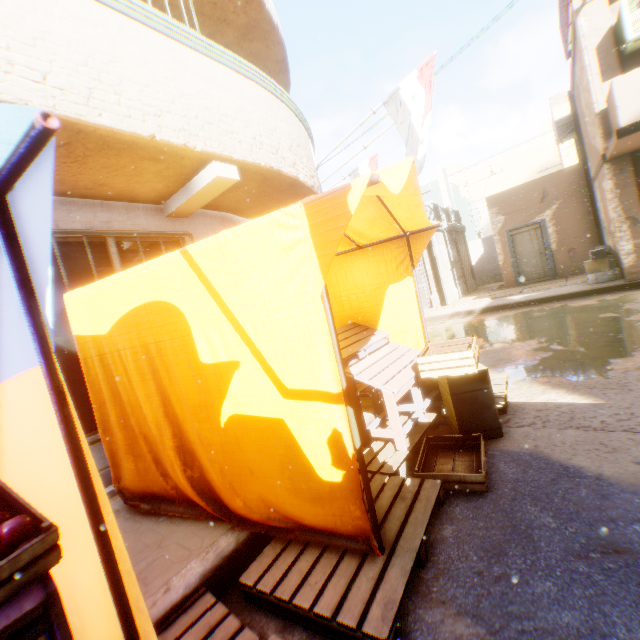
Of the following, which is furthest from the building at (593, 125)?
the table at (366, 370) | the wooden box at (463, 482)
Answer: the wooden box at (463, 482)

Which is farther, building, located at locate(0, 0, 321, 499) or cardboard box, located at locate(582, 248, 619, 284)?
cardboard box, located at locate(582, 248, 619, 284)

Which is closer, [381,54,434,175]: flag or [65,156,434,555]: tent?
[65,156,434,555]: tent

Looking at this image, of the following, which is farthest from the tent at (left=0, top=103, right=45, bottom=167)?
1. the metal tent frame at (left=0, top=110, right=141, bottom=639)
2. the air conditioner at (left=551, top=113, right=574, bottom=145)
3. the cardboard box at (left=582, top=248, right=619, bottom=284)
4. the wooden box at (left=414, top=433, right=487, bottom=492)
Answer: the air conditioner at (left=551, top=113, right=574, bottom=145)

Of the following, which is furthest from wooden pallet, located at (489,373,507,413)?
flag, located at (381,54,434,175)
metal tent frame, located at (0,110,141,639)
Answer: metal tent frame, located at (0,110,141,639)

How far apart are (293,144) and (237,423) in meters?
4.4 m

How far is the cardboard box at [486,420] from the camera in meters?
3.0

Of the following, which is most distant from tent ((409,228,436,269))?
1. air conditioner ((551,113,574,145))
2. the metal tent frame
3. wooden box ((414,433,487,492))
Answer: air conditioner ((551,113,574,145))
